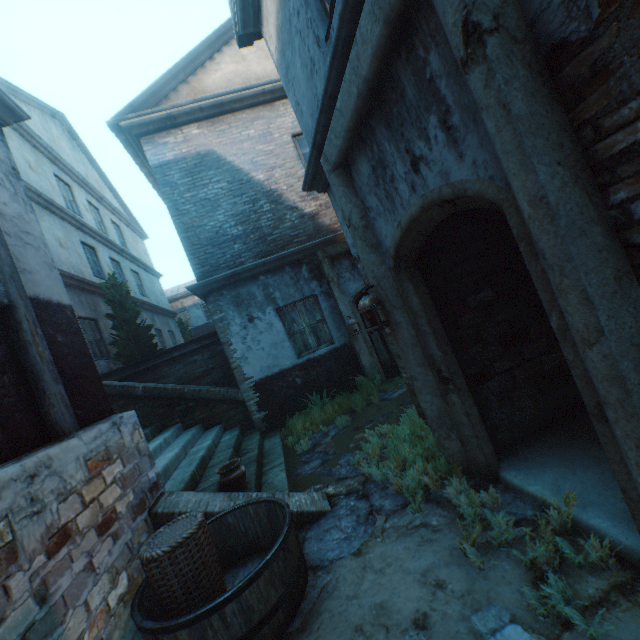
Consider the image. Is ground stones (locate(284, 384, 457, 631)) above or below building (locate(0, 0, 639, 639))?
below

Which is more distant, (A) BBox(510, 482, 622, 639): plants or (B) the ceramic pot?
(B) the ceramic pot

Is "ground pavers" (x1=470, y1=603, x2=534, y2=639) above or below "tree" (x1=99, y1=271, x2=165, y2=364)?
below

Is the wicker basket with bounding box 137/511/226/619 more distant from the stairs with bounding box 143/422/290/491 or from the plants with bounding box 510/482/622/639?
the plants with bounding box 510/482/622/639

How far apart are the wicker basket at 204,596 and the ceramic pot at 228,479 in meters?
1.0 m

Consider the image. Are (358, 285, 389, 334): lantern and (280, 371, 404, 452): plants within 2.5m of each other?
no

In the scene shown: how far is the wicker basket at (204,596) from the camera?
2.5 meters

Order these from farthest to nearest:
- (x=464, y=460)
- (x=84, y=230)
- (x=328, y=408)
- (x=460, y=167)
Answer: (x=84, y=230) < (x=328, y=408) < (x=464, y=460) < (x=460, y=167)
